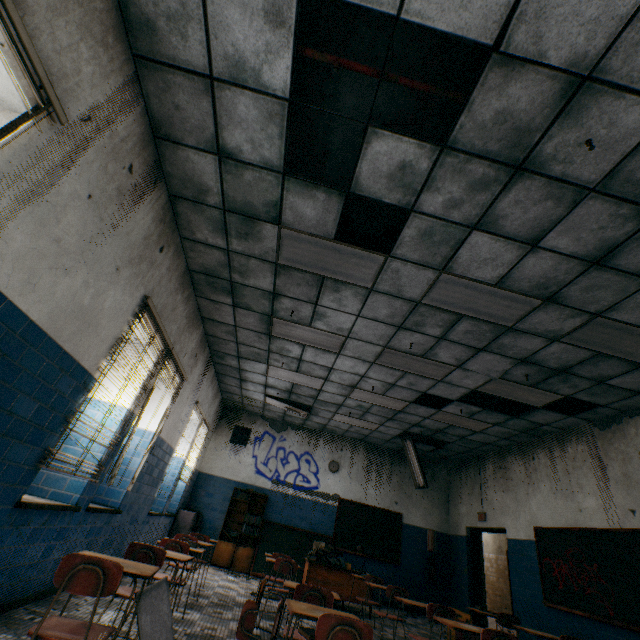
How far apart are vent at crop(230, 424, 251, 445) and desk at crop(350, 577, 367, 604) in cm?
368

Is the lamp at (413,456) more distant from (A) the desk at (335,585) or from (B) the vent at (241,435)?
(B) the vent at (241,435)

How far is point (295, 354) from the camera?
6.4 meters

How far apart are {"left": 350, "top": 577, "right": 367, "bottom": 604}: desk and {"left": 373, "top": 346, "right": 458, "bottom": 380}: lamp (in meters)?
4.46

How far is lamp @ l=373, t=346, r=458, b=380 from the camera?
5.6m

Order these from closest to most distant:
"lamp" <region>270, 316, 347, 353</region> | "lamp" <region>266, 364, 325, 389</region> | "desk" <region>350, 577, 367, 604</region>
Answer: "lamp" <region>270, 316, 347, 353</region>, "desk" <region>350, 577, 367, 604</region>, "lamp" <region>266, 364, 325, 389</region>

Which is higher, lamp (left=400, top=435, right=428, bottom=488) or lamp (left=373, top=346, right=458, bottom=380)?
lamp (left=373, top=346, right=458, bottom=380)

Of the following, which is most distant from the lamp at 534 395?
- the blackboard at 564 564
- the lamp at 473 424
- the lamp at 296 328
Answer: the lamp at 296 328
